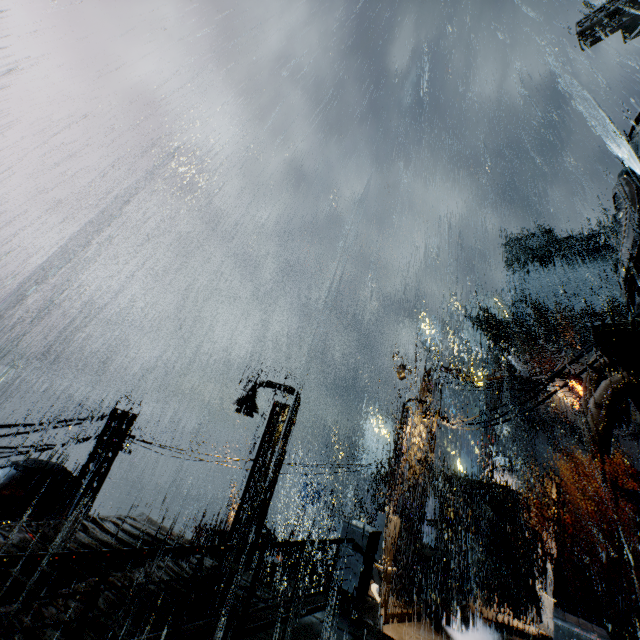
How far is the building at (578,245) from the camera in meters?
55.0

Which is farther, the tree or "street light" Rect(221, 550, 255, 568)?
the tree

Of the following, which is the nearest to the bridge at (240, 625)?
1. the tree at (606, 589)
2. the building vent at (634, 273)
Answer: the building vent at (634, 273)

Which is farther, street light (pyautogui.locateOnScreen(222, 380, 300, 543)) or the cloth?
the cloth

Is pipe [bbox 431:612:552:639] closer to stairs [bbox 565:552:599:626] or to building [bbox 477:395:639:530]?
building [bbox 477:395:639:530]

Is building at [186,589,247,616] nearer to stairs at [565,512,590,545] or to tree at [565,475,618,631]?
stairs at [565,512,590,545]

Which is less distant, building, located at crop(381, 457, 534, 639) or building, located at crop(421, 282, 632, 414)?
building, located at crop(381, 457, 534, 639)

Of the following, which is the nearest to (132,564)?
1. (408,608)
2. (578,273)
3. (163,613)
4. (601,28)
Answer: (163,613)
